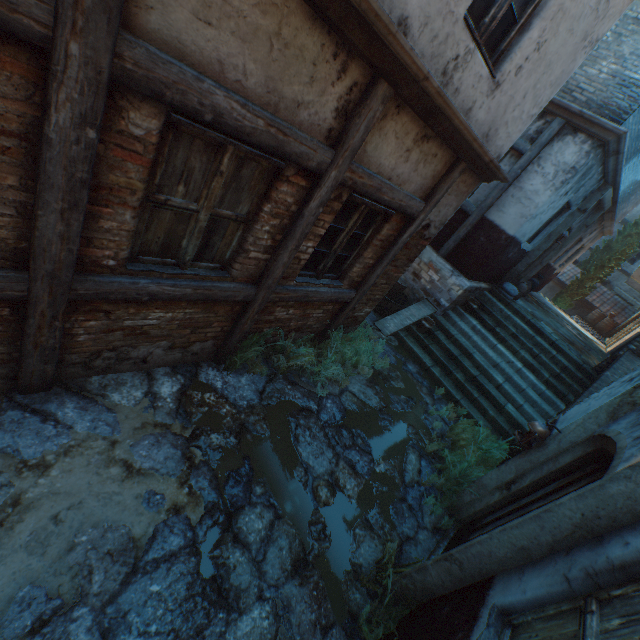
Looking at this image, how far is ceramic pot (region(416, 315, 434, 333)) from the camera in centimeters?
817cm

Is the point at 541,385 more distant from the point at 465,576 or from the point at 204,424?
the point at 204,424

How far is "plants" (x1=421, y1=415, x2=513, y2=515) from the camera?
4.82m

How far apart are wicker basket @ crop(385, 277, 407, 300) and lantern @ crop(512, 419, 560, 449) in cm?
510

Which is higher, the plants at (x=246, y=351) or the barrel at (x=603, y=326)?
the barrel at (x=603, y=326)

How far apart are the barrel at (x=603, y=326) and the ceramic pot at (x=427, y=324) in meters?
18.9

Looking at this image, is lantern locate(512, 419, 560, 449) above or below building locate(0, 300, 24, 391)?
above

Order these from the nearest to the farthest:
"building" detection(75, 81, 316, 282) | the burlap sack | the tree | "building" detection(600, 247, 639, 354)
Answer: "building" detection(75, 81, 316, 282) < the burlap sack < "building" detection(600, 247, 639, 354) < the tree
